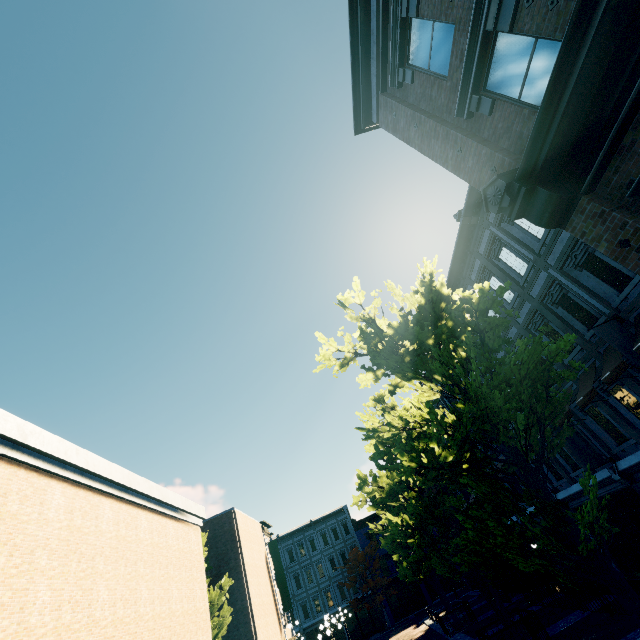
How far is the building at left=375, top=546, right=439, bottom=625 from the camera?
38.19m

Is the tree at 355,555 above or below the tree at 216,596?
above

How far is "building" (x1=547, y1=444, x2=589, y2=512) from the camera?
13.55m

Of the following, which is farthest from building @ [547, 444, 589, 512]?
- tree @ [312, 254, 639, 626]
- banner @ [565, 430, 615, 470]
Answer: tree @ [312, 254, 639, 626]

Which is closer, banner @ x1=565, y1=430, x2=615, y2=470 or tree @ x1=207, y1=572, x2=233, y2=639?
banner @ x1=565, y1=430, x2=615, y2=470

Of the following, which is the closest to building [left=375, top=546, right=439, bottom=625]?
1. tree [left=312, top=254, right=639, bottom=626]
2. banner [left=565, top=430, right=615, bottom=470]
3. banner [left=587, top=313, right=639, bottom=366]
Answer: tree [left=312, top=254, right=639, bottom=626]

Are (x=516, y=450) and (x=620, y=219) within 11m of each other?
yes

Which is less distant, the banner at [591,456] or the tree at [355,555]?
the banner at [591,456]
